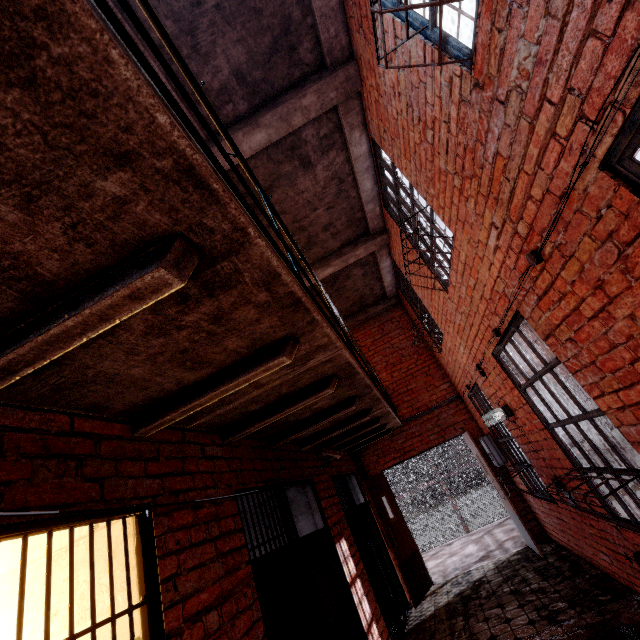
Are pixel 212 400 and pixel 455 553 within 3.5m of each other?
no

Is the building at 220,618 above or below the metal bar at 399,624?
above

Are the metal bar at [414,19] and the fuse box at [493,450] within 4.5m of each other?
no

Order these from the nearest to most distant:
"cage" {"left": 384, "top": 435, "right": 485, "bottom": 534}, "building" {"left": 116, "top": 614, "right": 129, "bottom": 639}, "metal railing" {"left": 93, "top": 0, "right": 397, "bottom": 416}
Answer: "metal railing" {"left": 93, "top": 0, "right": 397, "bottom": 416} → "building" {"left": 116, "top": 614, "right": 129, "bottom": 639} → "cage" {"left": 384, "top": 435, "right": 485, "bottom": 534}

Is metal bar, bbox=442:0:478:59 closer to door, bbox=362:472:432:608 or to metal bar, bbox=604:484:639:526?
metal bar, bbox=604:484:639:526

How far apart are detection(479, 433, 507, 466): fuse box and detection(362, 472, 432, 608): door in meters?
2.2

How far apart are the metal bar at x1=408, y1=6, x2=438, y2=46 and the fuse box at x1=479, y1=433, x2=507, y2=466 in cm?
635

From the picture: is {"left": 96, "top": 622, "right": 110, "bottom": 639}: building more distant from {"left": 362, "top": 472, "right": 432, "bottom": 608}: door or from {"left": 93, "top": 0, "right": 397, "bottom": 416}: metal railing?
{"left": 93, "top": 0, "right": 397, "bottom": 416}: metal railing
